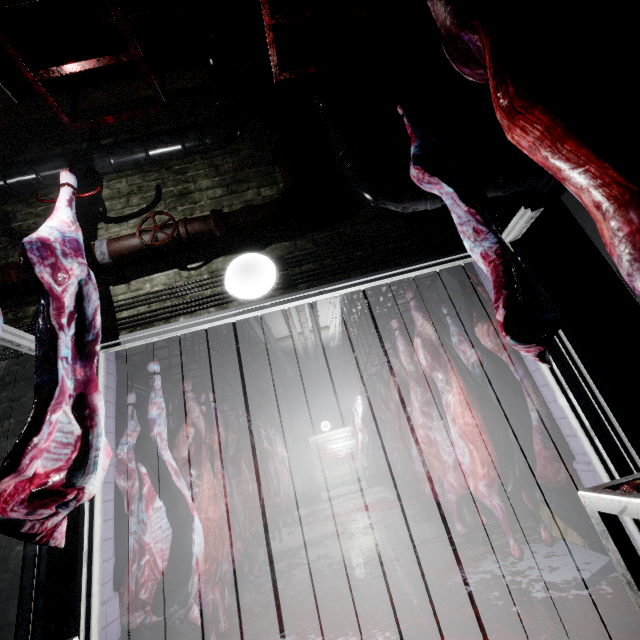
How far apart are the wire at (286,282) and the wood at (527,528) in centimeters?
263cm

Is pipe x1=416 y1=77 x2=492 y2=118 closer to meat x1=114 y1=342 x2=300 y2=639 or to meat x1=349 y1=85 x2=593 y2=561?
meat x1=349 y1=85 x2=593 y2=561

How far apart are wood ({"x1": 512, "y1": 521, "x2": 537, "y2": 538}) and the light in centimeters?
290cm

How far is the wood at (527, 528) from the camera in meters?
2.9

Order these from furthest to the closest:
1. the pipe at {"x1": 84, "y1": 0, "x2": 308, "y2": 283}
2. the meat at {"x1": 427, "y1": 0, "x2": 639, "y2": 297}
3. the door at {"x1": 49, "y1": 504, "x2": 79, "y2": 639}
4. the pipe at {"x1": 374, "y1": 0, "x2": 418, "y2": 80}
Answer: the pipe at {"x1": 374, "y1": 0, "x2": 418, "y2": 80} < the pipe at {"x1": 84, "y1": 0, "x2": 308, "y2": 283} < the door at {"x1": 49, "y1": 504, "x2": 79, "y2": 639} < the meat at {"x1": 427, "y1": 0, "x2": 639, "y2": 297}

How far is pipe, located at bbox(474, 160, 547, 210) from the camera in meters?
1.9

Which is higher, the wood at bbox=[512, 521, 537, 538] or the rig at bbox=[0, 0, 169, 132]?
the rig at bbox=[0, 0, 169, 132]

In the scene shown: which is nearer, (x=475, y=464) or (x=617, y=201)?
(x=617, y=201)
